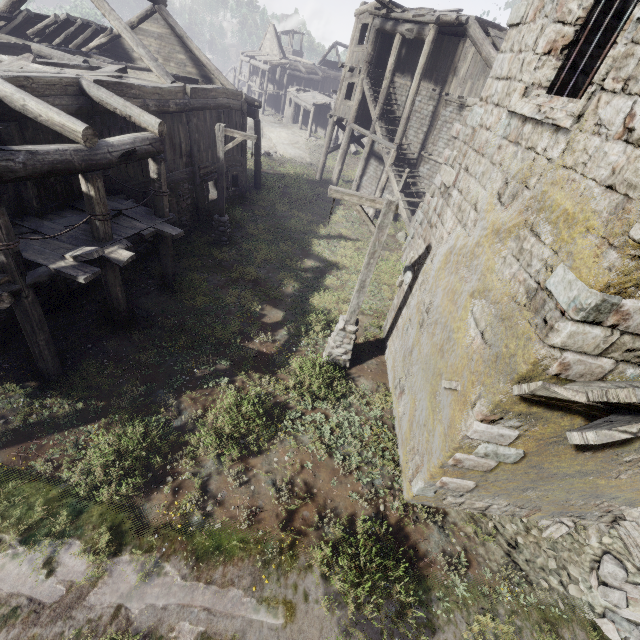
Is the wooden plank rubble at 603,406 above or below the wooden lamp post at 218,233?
above

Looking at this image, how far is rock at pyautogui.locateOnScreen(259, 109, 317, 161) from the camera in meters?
30.1

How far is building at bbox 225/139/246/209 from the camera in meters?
17.0

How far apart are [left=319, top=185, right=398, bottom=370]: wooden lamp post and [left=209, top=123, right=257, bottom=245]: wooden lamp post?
6.28m

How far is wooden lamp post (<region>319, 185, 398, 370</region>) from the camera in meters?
6.9

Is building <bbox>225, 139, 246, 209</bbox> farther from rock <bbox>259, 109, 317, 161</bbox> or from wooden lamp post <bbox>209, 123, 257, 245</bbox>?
wooden lamp post <bbox>209, 123, 257, 245</bbox>

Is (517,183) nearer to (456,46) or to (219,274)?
(219,274)

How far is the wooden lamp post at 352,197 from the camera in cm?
693
